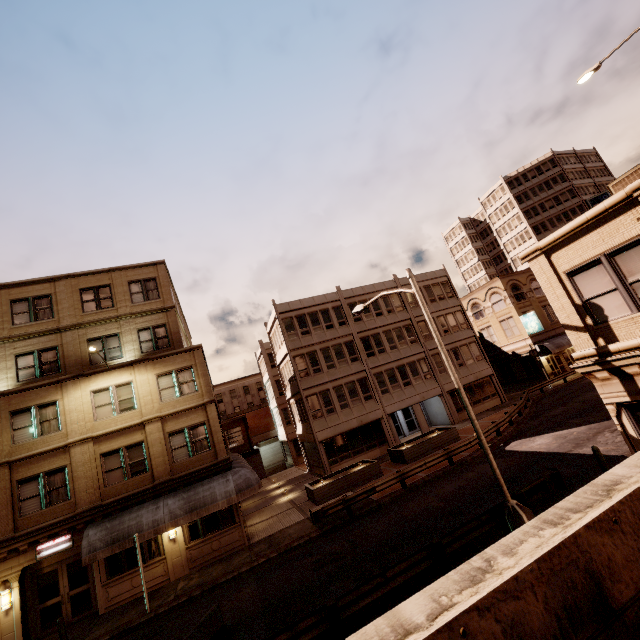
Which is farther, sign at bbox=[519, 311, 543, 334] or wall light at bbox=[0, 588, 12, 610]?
sign at bbox=[519, 311, 543, 334]

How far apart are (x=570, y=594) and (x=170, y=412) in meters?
20.0 m

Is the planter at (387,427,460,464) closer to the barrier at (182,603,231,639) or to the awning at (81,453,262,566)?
the awning at (81,453,262,566)

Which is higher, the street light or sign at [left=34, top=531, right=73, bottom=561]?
sign at [left=34, top=531, right=73, bottom=561]

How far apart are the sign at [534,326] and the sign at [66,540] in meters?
43.1

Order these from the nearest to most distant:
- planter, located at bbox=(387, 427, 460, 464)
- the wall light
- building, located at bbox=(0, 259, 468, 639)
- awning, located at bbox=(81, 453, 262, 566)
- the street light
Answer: the street light, the wall light, awning, located at bbox=(81, 453, 262, 566), building, located at bbox=(0, 259, 468, 639), planter, located at bbox=(387, 427, 460, 464)

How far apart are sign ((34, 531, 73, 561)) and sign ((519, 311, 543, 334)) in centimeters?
4307cm

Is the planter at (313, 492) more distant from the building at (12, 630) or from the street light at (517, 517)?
the street light at (517, 517)
